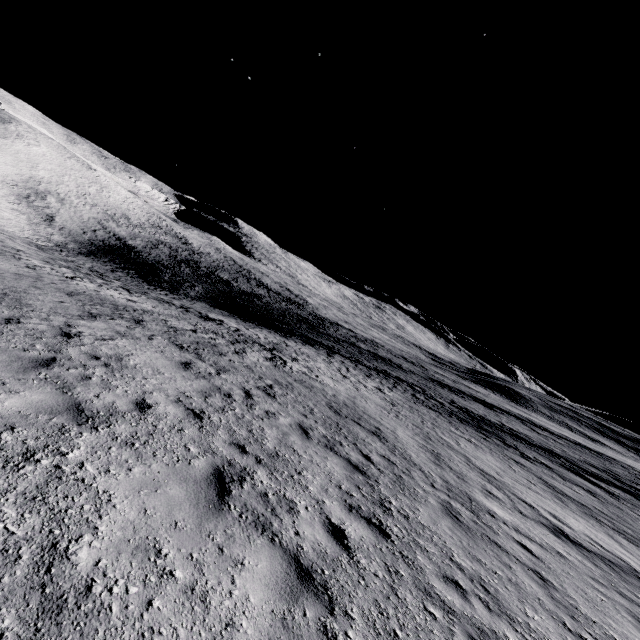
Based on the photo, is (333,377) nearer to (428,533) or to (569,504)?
(569,504)
